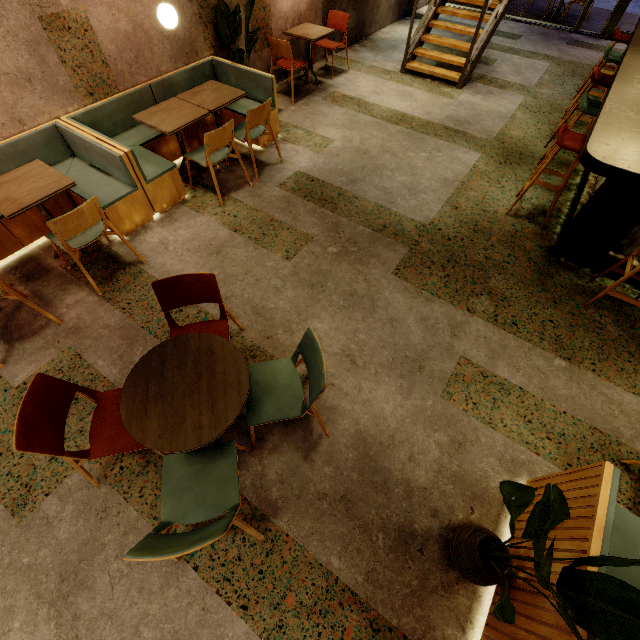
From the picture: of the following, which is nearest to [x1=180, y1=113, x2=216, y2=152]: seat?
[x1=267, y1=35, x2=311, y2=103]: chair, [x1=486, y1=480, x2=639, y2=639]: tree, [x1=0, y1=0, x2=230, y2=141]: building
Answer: [x1=0, y1=0, x2=230, y2=141]: building

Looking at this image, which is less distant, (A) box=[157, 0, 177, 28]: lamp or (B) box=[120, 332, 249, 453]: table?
(B) box=[120, 332, 249, 453]: table

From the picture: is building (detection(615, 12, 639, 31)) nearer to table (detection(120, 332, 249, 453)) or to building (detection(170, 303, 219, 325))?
building (detection(170, 303, 219, 325))

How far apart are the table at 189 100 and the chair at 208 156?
0.3 meters

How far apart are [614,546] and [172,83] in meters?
6.4

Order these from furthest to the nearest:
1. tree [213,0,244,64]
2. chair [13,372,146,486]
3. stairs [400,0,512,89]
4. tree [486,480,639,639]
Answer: stairs [400,0,512,89], tree [213,0,244,64], chair [13,372,146,486], tree [486,480,639,639]

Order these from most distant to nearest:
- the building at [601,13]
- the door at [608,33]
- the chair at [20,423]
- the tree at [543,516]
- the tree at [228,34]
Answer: the building at [601,13] → the door at [608,33] → the tree at [228,34] → the chair at [20,423] → the tree at [543,516]

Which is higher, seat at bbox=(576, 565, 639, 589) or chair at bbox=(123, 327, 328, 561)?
chair at bbox=(123, 327, 328, 561)
